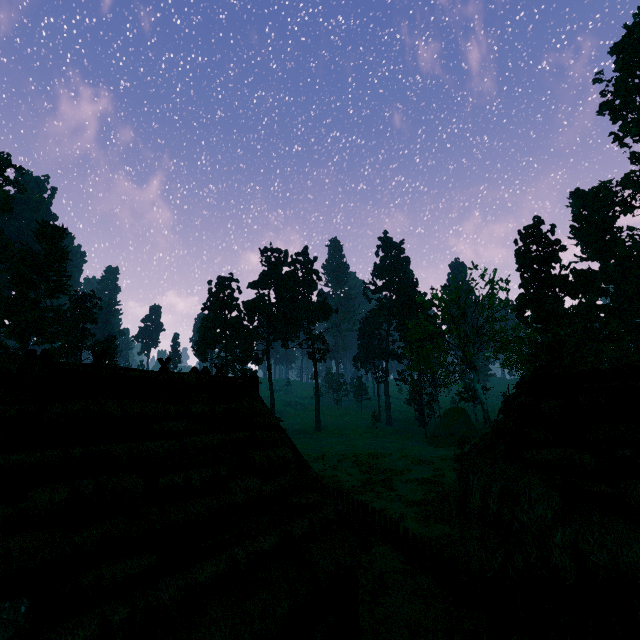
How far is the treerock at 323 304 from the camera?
58.2 meters

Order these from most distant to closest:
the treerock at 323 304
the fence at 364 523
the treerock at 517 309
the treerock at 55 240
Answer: the treerock at 323 304 → the treerock at 55 240 → the treerock at 517 309 → the fence at 364 523

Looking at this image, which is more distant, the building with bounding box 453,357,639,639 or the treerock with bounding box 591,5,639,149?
the treerock with bounding box 591,5,639,149

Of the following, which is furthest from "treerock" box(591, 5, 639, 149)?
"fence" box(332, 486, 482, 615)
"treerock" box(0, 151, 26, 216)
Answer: "fence" box(332, 486, 482, 615)

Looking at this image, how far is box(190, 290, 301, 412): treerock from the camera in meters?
54.7

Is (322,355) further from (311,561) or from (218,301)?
(311,561)

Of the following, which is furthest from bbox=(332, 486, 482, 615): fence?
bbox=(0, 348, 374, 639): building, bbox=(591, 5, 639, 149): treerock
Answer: bbox=(591, 5, 639, 149): treerock

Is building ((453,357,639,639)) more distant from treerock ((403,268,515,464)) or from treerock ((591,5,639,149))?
treerock ((591,5,639,149))
